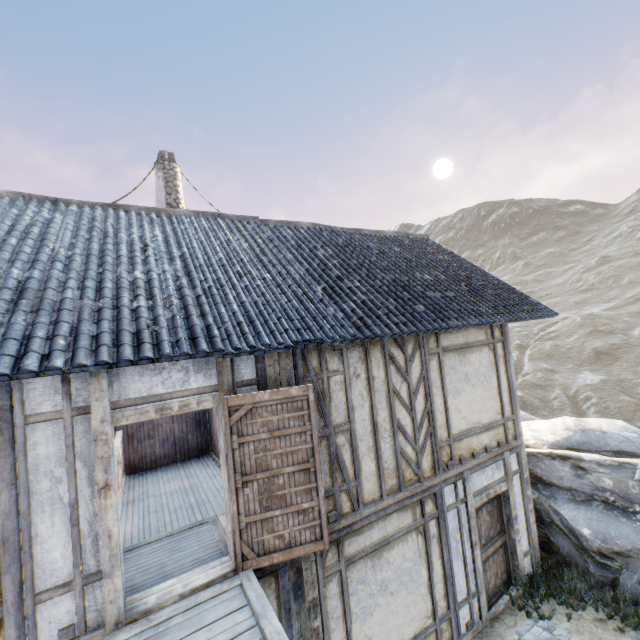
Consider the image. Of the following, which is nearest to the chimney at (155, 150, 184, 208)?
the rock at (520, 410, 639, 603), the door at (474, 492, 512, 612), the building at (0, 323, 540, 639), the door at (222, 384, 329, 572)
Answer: the building at (0, 323, 540, 639)

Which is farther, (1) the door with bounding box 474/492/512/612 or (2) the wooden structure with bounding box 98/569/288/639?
(1) the door with bounding box 474/492/512/612

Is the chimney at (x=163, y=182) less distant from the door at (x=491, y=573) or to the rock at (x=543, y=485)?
the door at (x=491, y=573)

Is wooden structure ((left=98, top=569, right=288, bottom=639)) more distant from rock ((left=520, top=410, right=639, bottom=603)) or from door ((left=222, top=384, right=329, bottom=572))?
rock ((left=520, top=410, right=639, bottom=603))

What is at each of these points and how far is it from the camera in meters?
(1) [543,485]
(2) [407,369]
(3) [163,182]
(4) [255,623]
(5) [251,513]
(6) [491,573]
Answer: (1) rock, 8.1
(2) building, 5.9
(3) chimney, 9.9
(4) wooden structure, 3.3
(5) door, 4.1
(6) door, 6.6

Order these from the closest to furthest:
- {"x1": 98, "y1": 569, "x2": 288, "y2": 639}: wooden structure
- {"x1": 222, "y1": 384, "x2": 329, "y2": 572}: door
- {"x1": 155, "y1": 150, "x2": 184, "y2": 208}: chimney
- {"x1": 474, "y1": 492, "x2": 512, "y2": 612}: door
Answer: {"x1": 98, "y1": 569, "x2": 288, "y2": 639}: wooden structure, {"x1": 222, "y1": 384, "x2": 329, "y2": 572}: door, {"x1": 474, "y1": 492, "x2": 512, "y2": 612}: door, {"x1": 155, "y1": 150, "x2": 184, "y2": 208}: chimney

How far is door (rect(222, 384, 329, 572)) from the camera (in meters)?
4.10

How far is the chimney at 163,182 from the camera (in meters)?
9.84
